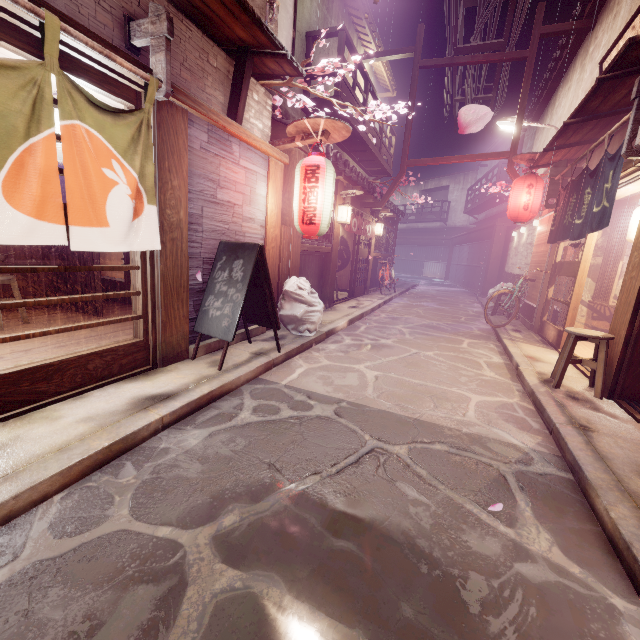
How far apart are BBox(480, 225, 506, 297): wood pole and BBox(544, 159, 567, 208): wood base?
13.9m

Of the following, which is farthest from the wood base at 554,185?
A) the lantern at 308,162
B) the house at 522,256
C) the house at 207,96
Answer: the house at 207,96

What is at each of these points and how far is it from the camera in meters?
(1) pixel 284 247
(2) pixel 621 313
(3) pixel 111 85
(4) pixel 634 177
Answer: (1) stick, 10.8
(2) wood pole, 7.0
(3) door, 5.1
(4) door frame, 8.0

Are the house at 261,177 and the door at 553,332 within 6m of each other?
no

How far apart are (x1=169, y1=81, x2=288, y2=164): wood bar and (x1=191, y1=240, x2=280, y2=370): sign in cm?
248

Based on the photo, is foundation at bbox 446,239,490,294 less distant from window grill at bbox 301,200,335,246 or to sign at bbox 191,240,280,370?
window grill at bbox 301,200,335,246

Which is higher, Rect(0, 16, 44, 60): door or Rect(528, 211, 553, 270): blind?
Rect(0, 16, 44, 60): door

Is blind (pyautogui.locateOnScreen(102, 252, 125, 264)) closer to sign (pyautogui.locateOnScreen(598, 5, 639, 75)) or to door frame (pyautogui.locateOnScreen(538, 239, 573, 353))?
door frame (pyautogui.locateOnScreen(538, 239, 573, 353))
